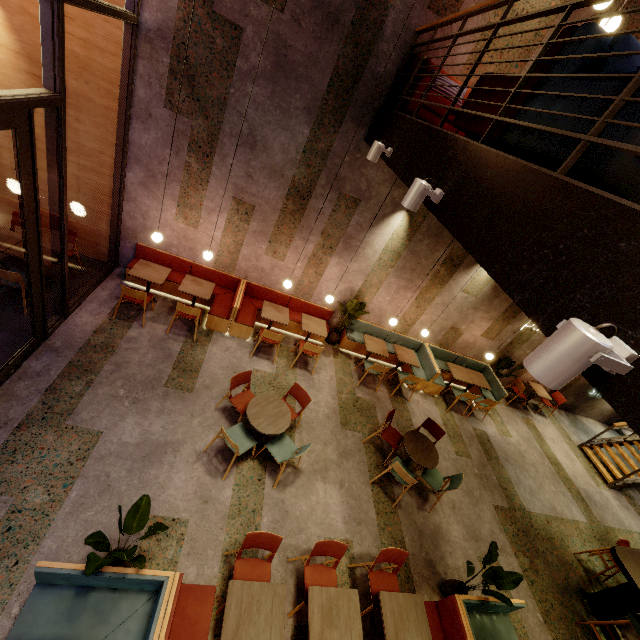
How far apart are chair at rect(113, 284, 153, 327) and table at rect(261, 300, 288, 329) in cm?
223

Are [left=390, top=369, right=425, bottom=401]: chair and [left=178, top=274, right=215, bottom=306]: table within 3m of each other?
no

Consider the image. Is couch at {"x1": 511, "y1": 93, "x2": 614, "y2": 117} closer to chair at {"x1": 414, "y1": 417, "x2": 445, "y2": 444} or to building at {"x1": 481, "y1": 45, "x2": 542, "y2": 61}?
building at {"x1": 481, "y1": 45, "x2": 542, "y2": 61}

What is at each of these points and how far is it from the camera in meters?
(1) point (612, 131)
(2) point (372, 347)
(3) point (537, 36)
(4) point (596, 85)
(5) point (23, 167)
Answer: (1) couch, 1.7 m
(2) table, 8.0 m
(3) building, 5.3 m
(4) couch, 1.9 m
(5) door, 3.7 m

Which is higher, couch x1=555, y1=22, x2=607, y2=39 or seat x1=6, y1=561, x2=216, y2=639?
couch x1=555, y1=22, x2=607, y2=39

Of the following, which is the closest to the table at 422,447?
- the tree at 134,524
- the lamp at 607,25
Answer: the tree at 134,524

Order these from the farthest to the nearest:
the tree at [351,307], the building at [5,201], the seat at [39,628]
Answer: →
1. the tree at [351,307]
2. the building at [5,201]
3. the seat at [39,628]

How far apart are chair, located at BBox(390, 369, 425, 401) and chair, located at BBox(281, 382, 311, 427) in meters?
2.9 m
